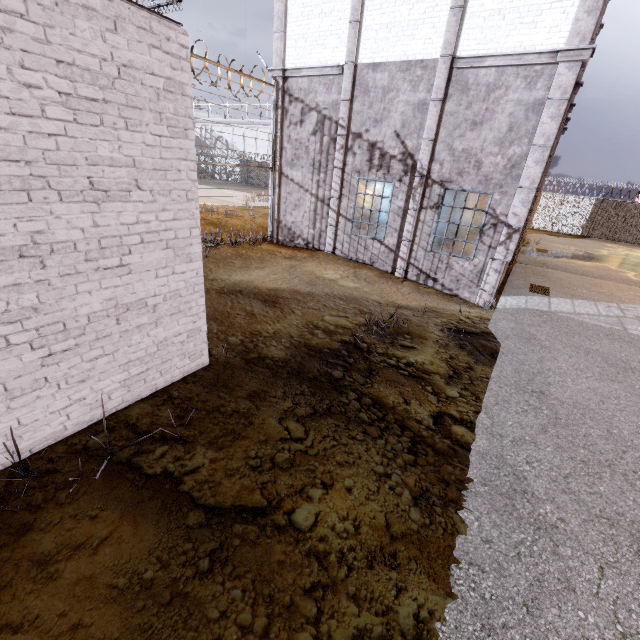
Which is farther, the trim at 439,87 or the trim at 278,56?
the trim at 278,56

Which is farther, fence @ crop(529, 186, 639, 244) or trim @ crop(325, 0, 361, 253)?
fence @ crop(529, 186, 639, 244)

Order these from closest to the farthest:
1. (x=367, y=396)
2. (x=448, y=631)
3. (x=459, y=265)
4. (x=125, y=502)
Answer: (x=448, y=631)
(x=125, y=502)
(x=367, y=396)
(x=459, y=265)

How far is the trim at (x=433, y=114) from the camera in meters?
9.3

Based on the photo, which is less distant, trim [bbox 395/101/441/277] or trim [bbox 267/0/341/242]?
trim [bbox 395/101/441/277]

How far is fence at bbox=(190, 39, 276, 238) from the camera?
9.9m

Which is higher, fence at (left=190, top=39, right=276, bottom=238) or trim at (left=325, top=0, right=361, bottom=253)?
trim at (left=325, top=0, right=361, bottom=253)

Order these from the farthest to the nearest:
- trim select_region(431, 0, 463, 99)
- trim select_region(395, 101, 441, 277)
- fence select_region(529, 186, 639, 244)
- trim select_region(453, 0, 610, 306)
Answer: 1. fence select_region(529, 186, 639, 244)
2. trim select_region(395, 101, 441, 277)
3. trim select_region(431, 0, 463, 99)
4. trim select_region(453, 0, 610, 306)
